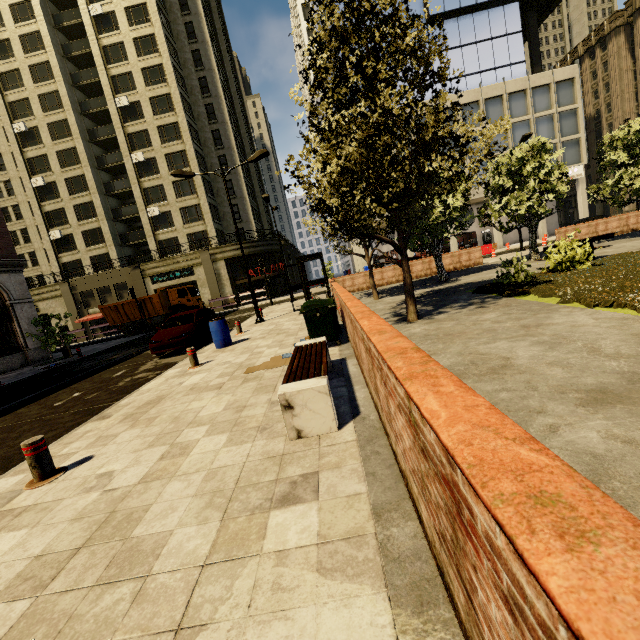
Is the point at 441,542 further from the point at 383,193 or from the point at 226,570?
the point at 383,193

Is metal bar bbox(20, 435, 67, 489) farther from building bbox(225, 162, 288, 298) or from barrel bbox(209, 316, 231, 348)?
building bbox(225, 162, 288, 298)

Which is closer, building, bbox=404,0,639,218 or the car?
the car

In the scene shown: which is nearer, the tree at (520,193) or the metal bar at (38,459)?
the metal bar at (38,459)

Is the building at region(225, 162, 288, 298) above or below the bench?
above

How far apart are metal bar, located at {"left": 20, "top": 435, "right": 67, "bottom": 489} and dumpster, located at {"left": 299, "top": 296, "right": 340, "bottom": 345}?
4.9 meters

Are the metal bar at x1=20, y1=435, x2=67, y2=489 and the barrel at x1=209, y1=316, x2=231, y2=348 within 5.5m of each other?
no

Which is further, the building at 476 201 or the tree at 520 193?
the building at 476 201
